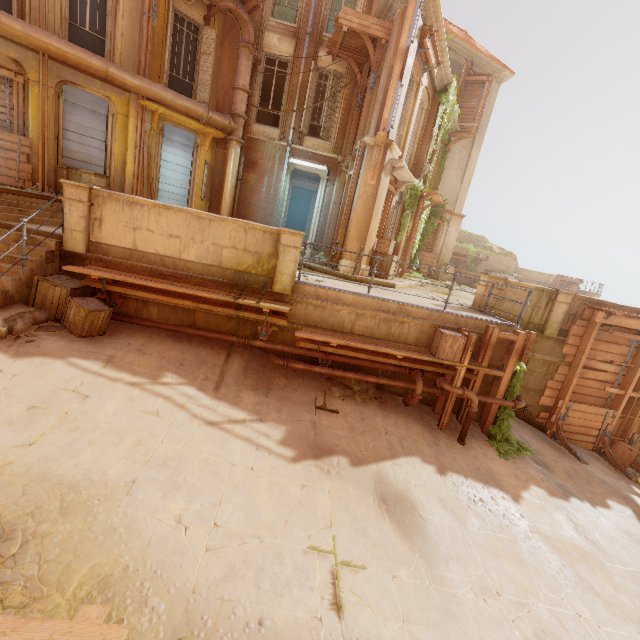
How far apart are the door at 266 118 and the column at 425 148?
8.6m

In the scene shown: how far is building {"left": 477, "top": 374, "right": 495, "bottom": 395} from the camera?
8.6m

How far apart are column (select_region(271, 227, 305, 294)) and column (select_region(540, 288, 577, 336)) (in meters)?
8.13

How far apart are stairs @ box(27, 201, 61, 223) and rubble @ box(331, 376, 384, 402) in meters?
8.0

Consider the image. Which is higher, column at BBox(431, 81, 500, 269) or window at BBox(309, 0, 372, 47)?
window at BBox(309, 0, 372, 47)

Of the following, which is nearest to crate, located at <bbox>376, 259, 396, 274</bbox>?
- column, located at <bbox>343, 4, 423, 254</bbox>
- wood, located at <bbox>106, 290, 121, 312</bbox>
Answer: column, located at <bbox>343, 4, 423, 254</bbox>

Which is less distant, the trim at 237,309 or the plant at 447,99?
the trim at 237,309

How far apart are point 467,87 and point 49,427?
24.25m
